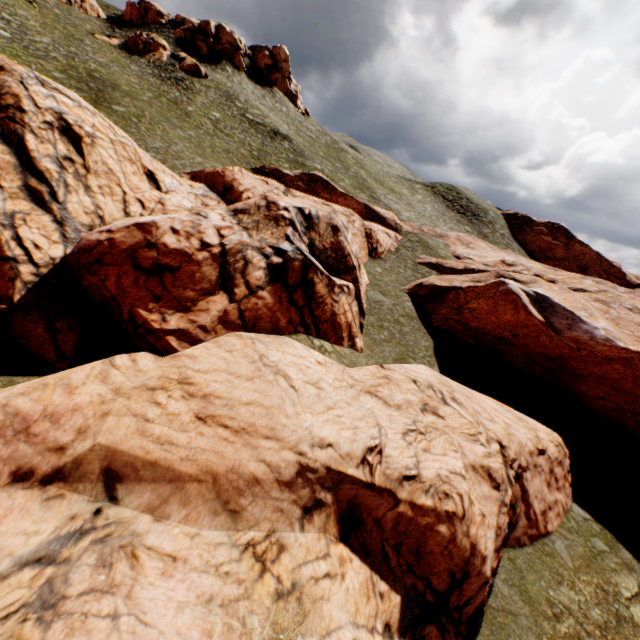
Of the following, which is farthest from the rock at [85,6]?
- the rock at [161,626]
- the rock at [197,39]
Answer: the rock at [161,626]

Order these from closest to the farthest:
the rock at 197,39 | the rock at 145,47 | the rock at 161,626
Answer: the rock at 161,626, the rock at 145,47, the rock at 197,39

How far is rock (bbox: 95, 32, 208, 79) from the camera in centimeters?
4522cm

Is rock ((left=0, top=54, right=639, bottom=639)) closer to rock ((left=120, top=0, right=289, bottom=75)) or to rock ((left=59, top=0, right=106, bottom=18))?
rock ((left=120, top=0, right=289, bottom=75))

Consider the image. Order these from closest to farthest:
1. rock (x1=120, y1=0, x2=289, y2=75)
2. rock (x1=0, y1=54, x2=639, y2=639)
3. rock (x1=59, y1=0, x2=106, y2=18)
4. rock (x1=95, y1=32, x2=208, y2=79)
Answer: rock (x1=0, y1=54, x2=639, y2=639)
rock (x1=95, y1=32, x2=208, y2=79)
rock (x1=59, y1=0, x2=106, y2=18)
rock (x1=120, y1=0, x2=289, y2=75)

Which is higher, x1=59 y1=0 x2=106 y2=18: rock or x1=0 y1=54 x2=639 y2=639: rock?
x1=59 y1=0 x2=106 y2=18: rock

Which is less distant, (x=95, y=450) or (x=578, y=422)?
(x=95, y=450)
